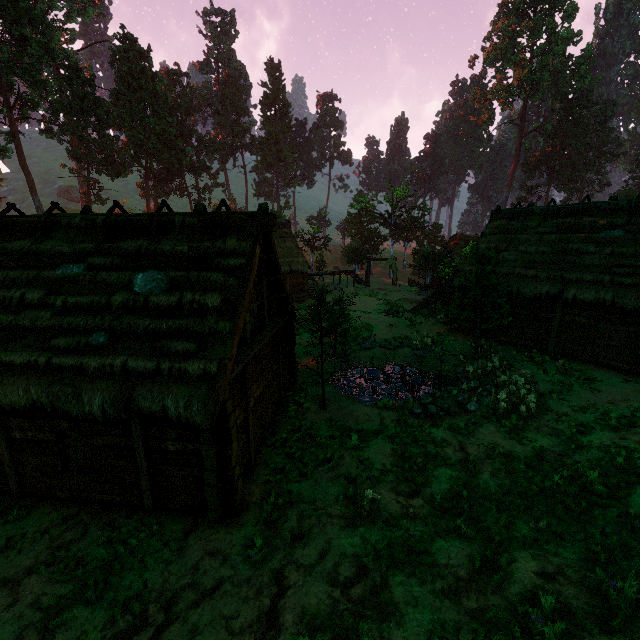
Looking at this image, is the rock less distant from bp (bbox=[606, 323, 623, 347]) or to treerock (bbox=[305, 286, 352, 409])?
treerock (bbox=[305, 286, 352, 409])

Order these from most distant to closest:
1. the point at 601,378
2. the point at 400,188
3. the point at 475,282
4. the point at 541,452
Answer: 1. the point at 400,188
2. the point at 475,282
3. the point at 601,378
4. the point at 541,452

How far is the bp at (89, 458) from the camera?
8.42m

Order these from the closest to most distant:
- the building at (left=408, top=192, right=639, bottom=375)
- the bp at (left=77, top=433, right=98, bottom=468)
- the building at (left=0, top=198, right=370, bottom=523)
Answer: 1. the building at (left=0, top=198, right=370, bottom=523)
2. the bp at (left=77, top=433, right=98, bottom=468)
3. the building at (left=408, top=192, right=639, bottom=375)

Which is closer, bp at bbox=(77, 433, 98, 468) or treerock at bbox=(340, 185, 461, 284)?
bp at bbox=(77, 433, 98, 468)

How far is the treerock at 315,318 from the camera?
13.15m

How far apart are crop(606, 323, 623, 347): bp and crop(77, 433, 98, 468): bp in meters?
20.4

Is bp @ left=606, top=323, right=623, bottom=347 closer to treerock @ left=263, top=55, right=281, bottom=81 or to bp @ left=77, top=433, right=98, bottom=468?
treerock @ left=263, top=55, right=281, bottom=81
